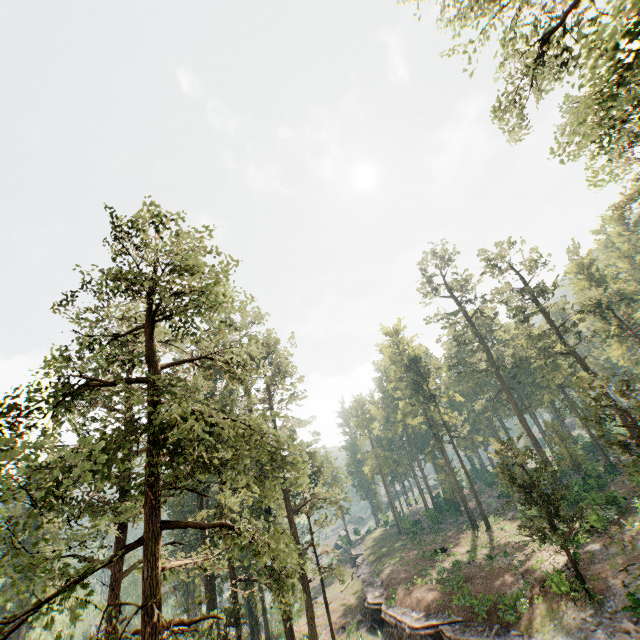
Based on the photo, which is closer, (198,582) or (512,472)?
(512,472)

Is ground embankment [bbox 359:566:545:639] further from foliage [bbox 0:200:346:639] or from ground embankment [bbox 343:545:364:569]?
ground embankment [bbox 343:545:364:569]

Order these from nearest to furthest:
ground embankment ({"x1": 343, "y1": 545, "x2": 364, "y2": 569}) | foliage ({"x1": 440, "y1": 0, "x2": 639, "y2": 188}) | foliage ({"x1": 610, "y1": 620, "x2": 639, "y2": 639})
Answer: foliage ({"x1": 440, "y1": 0, "x2": 639, "y2": 188}), foliage ({"x1": 610, "y1": 620, "x2": 639, "y2": 639}), ground embankment ({"x1": 343, "y1": 545, "x2": 364, "y2": 569})

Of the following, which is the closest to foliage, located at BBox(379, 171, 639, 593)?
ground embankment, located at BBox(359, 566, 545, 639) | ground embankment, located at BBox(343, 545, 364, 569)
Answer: ground embankment, located at BBox(359, 566, 545, 639)

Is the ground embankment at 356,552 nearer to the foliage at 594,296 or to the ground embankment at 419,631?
the foliage at 594,296

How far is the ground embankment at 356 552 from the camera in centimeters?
5117cm
